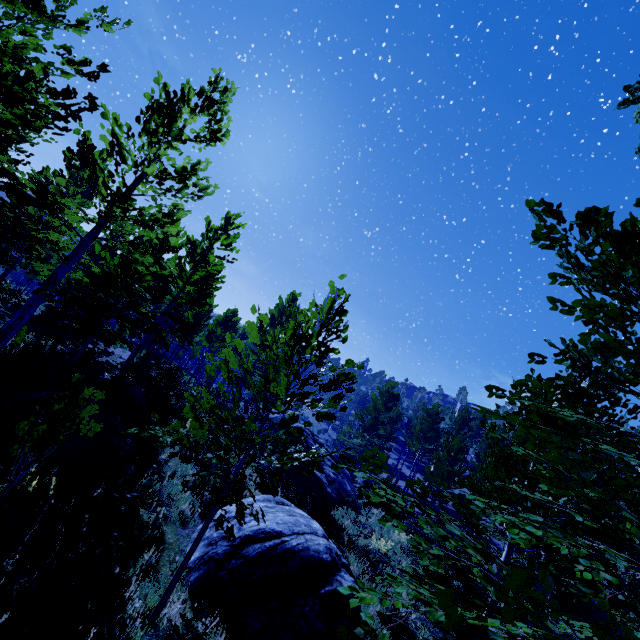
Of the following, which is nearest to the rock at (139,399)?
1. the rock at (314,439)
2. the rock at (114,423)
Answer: the rock at (114,423)

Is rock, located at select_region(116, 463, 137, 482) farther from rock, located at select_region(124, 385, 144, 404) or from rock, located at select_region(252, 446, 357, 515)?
rock, located at select_region(252, 446, 357, 515)

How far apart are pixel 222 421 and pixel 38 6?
7.02m

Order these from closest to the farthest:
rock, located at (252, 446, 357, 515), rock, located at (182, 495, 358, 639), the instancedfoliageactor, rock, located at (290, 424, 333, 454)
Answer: the instancedfoliageactor
rock, located at (182, 495, 358, 639)
rock, located at (252, 446, 357, 515)
rock, located at (290, 424, 333, 454)

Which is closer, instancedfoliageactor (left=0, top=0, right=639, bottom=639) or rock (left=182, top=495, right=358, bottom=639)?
instancedfoliageactor (left=0, top=0, right=639, bottom=639)

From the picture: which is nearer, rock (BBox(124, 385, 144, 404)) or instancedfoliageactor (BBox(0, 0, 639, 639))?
instancedfoliageactor (BBox(0, 0, 639, 639))

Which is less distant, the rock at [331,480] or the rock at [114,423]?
the rock at [114,423]

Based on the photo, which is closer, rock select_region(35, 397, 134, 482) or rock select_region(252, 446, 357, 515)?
rock select_region(35, 397, 134, 482)
